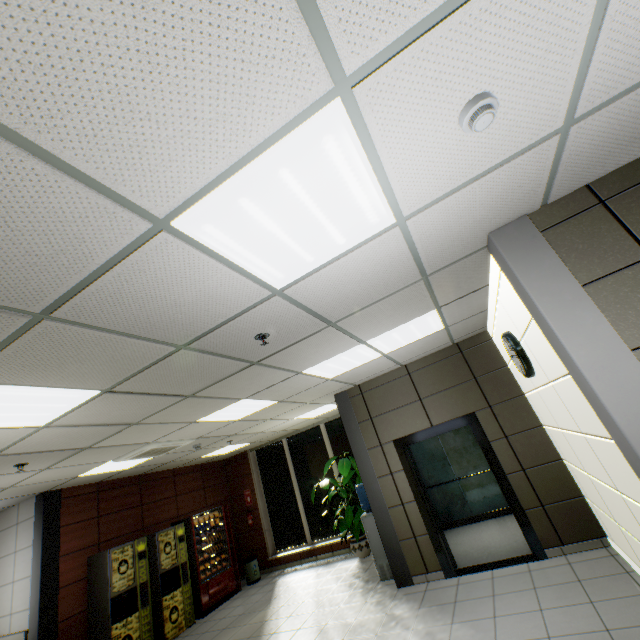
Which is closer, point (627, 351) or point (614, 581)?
point (627, 351)

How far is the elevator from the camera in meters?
4.9 m

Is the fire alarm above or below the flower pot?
above

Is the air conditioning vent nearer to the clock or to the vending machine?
the vending machine

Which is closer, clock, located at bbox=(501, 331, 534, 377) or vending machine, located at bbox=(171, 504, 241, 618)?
clock, located at bbox=(501, 331, 534, 377)

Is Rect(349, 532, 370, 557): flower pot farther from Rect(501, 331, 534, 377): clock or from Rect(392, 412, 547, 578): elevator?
Rect(501, 331, 534, 377): clock

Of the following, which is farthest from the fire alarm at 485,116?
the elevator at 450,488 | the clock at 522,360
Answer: the elevator at 450,488

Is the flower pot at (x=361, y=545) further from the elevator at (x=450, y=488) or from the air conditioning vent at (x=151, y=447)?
the air conditioning vent at (x=151, y=447)
